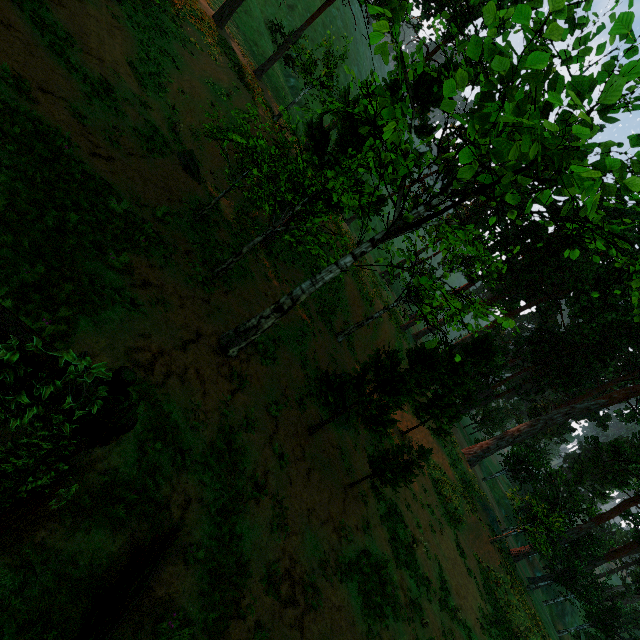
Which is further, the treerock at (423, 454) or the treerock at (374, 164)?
the treerock at (423, 454)

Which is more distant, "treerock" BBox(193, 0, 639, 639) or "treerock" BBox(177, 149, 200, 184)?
"treerock" BBox(177, 149, 200, 184)

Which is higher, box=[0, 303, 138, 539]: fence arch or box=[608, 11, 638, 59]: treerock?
box=[608, 11, 638, 59]: treerock

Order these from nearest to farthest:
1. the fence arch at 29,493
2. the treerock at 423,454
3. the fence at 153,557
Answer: the fence arch at 29,493, the fence at 153,557, the treerock at 423,454

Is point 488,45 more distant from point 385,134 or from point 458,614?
point 458,614

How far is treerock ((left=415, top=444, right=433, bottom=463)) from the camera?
12.30m

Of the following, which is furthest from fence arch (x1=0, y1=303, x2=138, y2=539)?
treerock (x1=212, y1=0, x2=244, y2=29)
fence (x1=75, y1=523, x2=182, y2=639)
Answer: fence (x1=75, y1=523, x2=182, y2=639)
